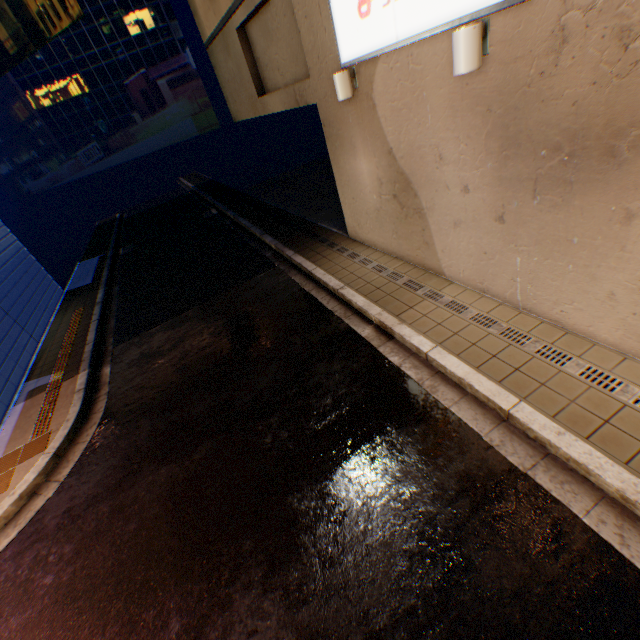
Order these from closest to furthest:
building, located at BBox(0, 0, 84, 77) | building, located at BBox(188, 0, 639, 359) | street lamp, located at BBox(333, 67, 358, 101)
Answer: building, located at BBox(188, 0, 639, 359) < street lamp, located at BBox(333, 67, 358, 101) < building, located at BBox(0, 0, 84, 77)

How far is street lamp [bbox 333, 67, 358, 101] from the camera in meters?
5.5 m

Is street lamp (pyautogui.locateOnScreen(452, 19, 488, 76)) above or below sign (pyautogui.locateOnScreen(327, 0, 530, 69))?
below

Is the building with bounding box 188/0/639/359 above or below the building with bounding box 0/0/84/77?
below

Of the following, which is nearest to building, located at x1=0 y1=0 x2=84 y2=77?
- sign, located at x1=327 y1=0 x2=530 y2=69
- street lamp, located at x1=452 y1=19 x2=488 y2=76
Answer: sign, located at x1=327 y1=0 x2=530 y2=69

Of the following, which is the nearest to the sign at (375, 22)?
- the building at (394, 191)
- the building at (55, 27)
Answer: the building at (394, 191)

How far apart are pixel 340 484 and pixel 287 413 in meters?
1.4 m

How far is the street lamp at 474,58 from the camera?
3.4m
